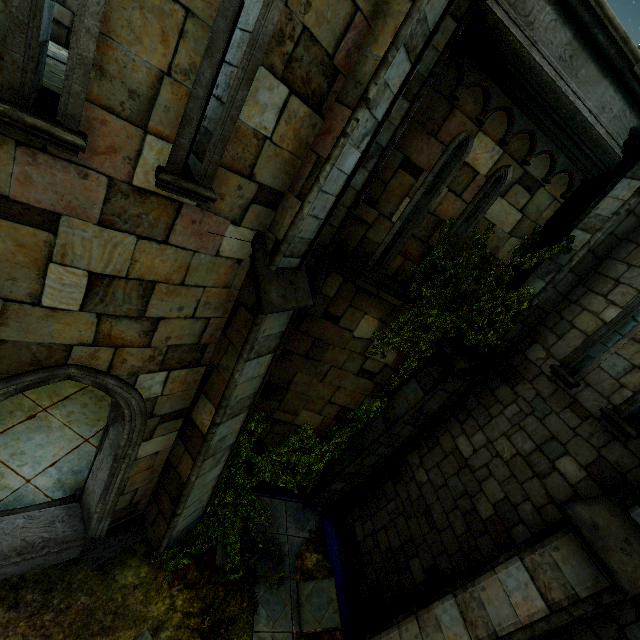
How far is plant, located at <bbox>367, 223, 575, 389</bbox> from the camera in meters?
5.7

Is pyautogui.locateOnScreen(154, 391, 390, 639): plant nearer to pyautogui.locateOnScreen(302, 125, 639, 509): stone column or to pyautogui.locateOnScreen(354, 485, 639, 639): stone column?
pyautogui.locateOnScreen(302, 125, 639, 509): stone column

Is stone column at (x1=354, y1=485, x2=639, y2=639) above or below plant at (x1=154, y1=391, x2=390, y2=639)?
above

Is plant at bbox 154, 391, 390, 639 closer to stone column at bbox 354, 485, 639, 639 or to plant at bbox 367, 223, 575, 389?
plant at bbox 367, 223, 575, 389

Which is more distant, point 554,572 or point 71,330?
point 554,572

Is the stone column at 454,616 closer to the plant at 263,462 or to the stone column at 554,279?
the plant at 263,462

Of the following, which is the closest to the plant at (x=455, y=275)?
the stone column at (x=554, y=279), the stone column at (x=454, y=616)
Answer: the stone column at (x=554, y=279)
